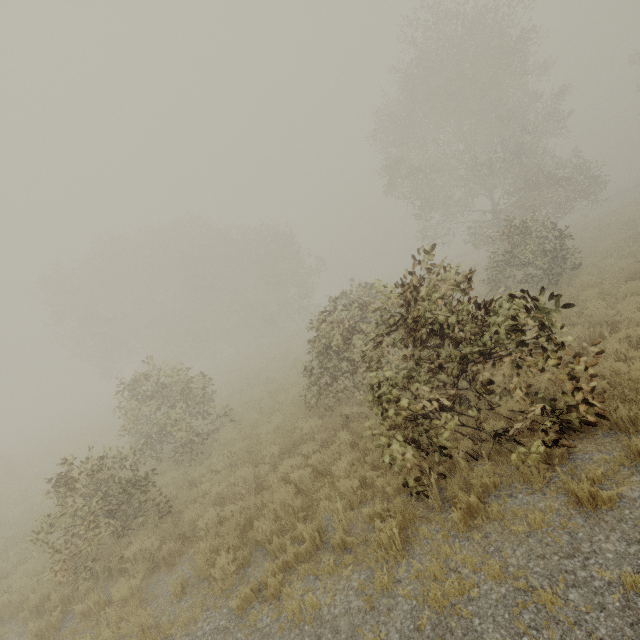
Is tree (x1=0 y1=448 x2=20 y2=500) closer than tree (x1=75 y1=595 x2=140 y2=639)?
No

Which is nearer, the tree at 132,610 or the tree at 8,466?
the tree at 132,610

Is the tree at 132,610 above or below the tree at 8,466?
below

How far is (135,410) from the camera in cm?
1059

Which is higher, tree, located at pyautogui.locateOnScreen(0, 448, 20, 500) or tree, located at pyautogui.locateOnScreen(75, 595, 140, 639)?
tree, located at pyautogui.locateOnScreen(0, 448, 20, 500)
